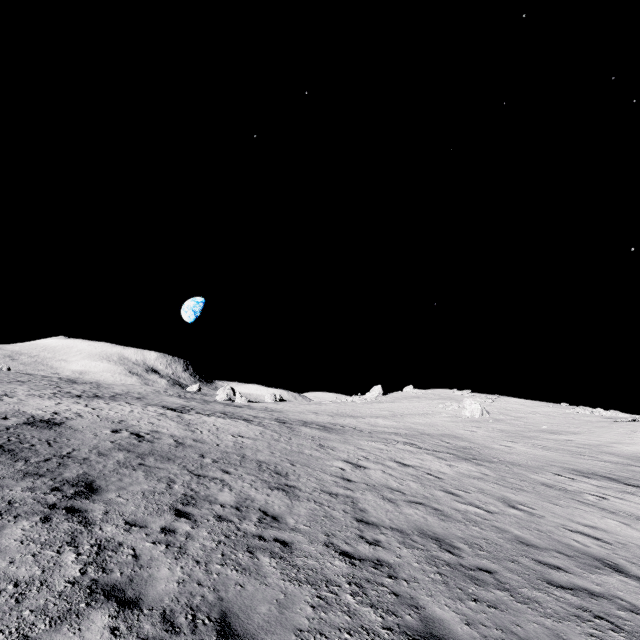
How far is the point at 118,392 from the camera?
45.6 meters
